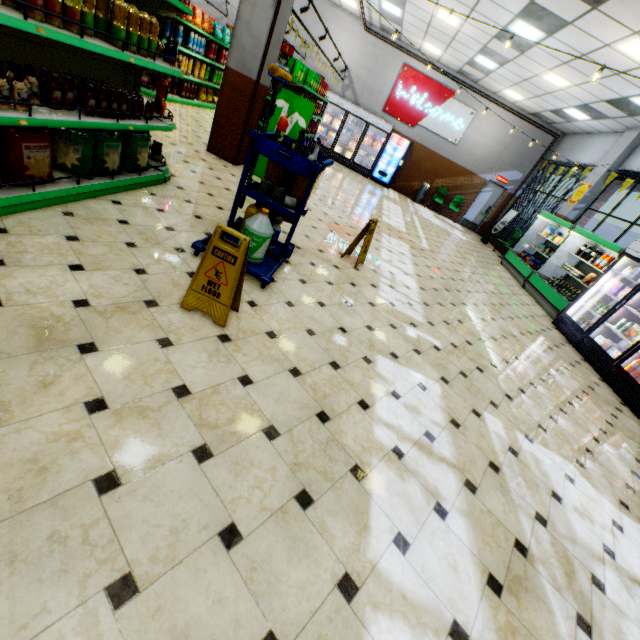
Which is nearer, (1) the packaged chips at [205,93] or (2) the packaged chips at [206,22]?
(2) the packaged chips at [206,22]

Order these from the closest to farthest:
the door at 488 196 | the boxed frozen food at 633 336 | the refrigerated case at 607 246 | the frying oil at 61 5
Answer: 1. the frying oil at 61 5
2. the boxed frozen food at 633 336
3. the refrigerated case at 607 246
4. the door at 488 196

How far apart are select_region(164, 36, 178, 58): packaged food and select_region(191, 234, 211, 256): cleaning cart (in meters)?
1.52

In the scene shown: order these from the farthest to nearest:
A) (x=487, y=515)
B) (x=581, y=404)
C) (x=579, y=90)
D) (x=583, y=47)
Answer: (x=579, y=90) < (x=583, y=47) < (x=581, y=404) < (x=487, y=515)

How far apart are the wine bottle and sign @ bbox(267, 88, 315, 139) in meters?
7.6 m

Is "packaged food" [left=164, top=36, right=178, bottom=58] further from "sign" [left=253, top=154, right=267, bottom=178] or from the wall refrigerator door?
the wall refrigerator door

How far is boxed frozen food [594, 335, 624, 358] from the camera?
6.1m

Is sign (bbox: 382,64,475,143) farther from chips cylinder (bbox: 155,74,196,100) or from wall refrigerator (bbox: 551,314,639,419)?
wall refrigerator (bbox: 551,314,639,419)
